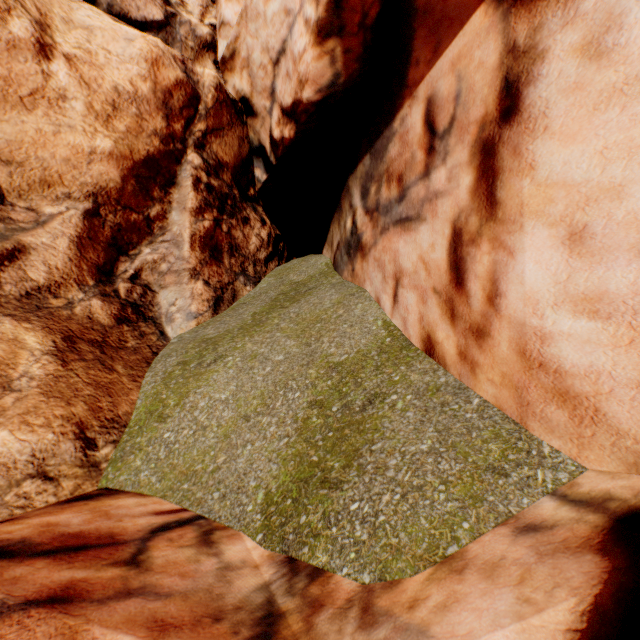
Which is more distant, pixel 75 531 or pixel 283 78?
pixel 283 78
